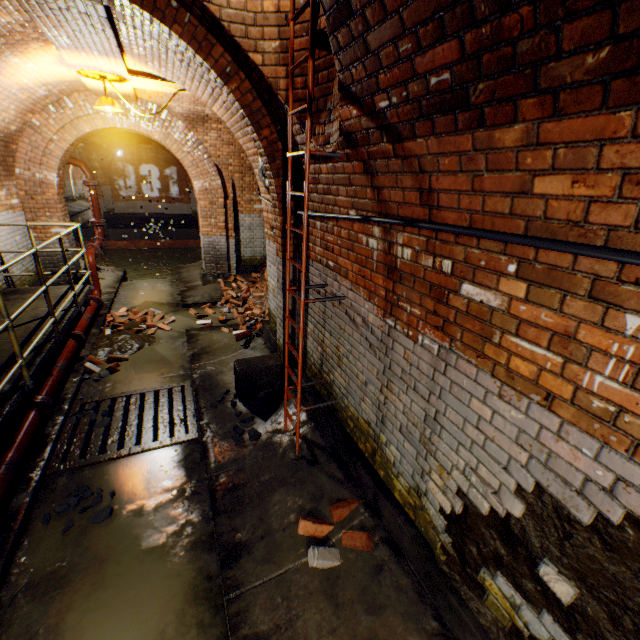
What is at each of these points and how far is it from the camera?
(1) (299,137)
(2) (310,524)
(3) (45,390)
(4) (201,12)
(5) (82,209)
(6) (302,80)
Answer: (1) building tunnel, 3.2m
(2) bricks, 2.9m
(3) pipe, 4.2m
(4) building tunnel, 2.8m
(5) building tunnel, 28.2m
(6) building tunnel, 2.9m

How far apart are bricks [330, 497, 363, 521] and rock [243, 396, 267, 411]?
1.3m

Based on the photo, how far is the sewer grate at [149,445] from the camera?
3.9m

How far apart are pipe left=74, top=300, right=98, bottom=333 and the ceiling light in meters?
3.8 m

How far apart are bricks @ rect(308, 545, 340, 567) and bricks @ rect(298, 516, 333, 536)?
0.09m

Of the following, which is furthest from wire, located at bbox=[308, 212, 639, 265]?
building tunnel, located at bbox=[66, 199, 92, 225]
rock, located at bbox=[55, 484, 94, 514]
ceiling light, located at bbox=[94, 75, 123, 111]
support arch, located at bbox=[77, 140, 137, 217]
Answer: building tunnel, located at bbox=[66, 199, 92, 225]

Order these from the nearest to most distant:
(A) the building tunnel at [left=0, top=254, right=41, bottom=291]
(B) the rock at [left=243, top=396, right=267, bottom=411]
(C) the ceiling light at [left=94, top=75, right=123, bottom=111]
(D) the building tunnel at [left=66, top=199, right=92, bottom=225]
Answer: (B) the rock at [left=243, top=396, right=267, bottom=411], (C) the ceiling light at [left=94, top=75, right=123, bottom=111], (A) the building tunnel at [left=0, top=254, right=41, bottom=291], (D) the building tunnel at [left=66, top=199, right=92, bottom=225]

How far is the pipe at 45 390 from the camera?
4.2 meters
